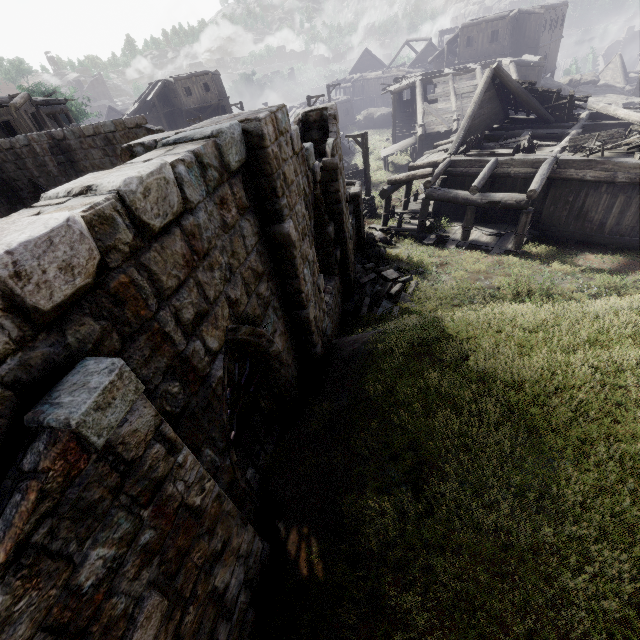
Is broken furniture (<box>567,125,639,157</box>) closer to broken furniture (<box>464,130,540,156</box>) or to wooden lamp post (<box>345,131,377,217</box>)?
broken furniture (<box>464,130,540,156</box>)

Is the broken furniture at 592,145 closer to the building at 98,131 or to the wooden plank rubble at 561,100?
the building at 98,131

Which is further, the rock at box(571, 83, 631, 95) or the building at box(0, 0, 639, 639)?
the rock at box(571, 83, 631, 95)

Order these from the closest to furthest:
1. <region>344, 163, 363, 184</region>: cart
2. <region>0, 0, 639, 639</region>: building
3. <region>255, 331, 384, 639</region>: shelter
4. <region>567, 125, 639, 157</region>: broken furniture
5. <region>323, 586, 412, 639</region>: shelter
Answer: <region>0, 0, 639, 639</region>: building → <region>323, 586, 412, 639</region>: shelter → <region>255, 331, 384, 639</region>: shelter → <region>567, 125, 639, 157</region>: broken furniture → <region>344, 163, 363, 184</region>: cart

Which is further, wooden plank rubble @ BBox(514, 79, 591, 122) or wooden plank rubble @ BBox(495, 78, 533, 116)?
→ wooden plank rubble @ BBox(495, 78, 533, 116)

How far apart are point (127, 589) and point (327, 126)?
10.7 meters

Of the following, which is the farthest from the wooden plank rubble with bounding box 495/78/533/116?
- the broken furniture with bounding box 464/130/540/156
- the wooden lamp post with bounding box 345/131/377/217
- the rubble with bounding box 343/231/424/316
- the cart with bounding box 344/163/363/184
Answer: the rubble with bounding box 343/231/424/316

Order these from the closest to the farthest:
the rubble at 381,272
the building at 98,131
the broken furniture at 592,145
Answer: the building at 98,131 → the rubble at 381,272 → the broken furniture at 592,145
